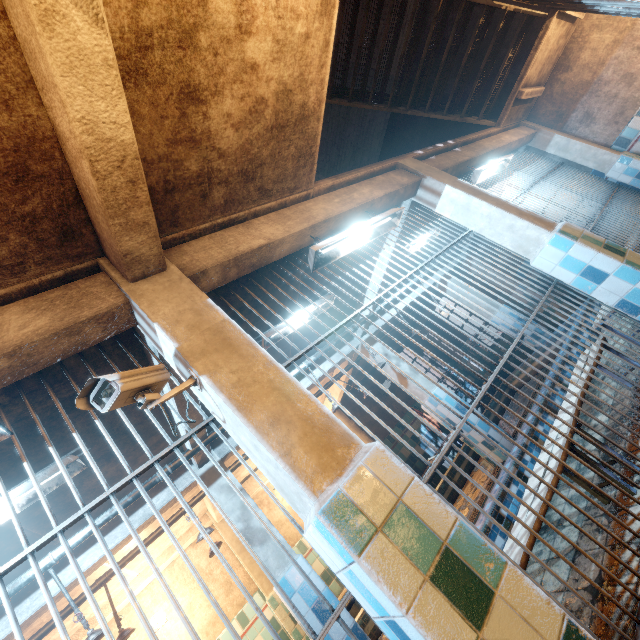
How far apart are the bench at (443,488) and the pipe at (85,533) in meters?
1.9

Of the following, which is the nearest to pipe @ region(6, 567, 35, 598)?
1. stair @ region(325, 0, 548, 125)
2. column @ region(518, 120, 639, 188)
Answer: stair @ region(325, 0, 548, 125)

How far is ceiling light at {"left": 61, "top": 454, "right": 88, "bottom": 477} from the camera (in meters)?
2.42

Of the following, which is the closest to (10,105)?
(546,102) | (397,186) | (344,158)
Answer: (397,186)

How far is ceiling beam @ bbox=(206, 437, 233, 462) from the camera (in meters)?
3.91

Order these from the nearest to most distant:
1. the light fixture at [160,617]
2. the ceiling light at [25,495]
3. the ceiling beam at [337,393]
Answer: the ceiling light at [25,495]
the light fixture at [160,617]
the ceiling beam at [337,393]

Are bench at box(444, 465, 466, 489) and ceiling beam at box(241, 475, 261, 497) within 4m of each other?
yes

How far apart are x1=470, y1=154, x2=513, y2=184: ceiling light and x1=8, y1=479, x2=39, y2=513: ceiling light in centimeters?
505cm
